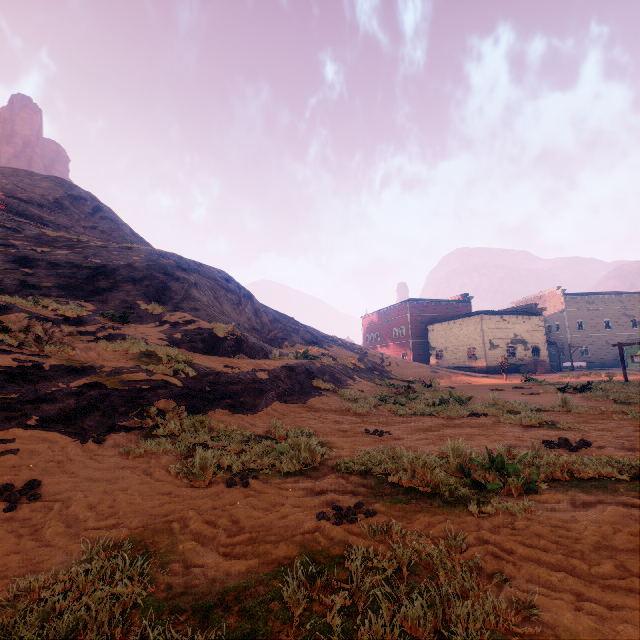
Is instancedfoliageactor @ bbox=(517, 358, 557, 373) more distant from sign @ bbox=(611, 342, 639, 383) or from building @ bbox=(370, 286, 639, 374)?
sign @ bbox=(611, 342, 639, 383)

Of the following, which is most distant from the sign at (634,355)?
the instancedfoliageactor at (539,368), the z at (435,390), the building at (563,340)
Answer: the instancedfoliageactor at (539,368)

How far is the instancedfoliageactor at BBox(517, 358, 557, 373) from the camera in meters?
35.2 m

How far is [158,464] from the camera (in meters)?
4.62

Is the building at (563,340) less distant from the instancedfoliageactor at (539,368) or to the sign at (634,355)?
the instancedfoliageactor at (539,368)

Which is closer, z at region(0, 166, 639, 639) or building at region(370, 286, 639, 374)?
z at region(0, 166, 639, 639)

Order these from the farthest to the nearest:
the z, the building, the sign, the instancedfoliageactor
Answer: the building → the instancedfoliageactor → the sign → the z

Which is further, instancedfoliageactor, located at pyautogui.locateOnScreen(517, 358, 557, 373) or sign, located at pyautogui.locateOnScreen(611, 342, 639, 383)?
instancedfoliageactor, located at pyautogui.locateOnScreen(517, 358, 557, 373)
